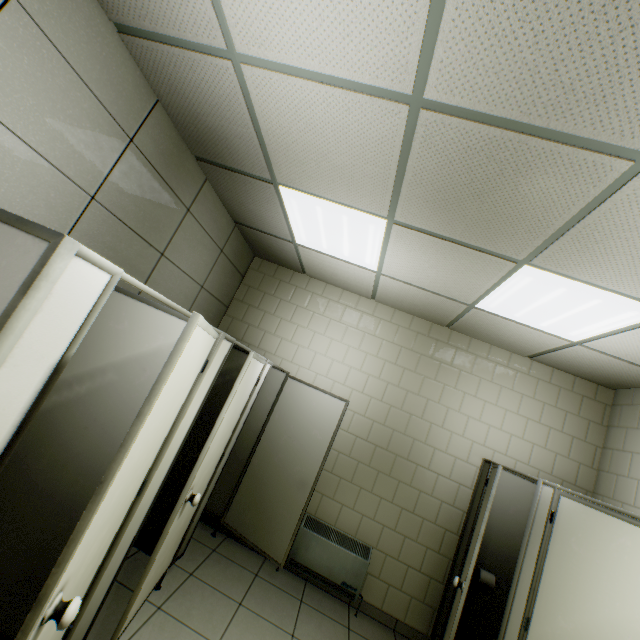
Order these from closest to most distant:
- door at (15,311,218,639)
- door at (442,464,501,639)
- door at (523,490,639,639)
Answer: door at (15,311,218,639) → door at (523,490,639,639) → door at (442,464,501,639)

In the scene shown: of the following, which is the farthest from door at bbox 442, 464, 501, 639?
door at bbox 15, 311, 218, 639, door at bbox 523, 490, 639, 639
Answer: door at bbox 15, 311, 218, 639

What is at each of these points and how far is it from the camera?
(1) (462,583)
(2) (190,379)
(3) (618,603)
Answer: (1) door, 2.5 meters
(2) door, 1.6 meters
(3) door, 1.6 meters

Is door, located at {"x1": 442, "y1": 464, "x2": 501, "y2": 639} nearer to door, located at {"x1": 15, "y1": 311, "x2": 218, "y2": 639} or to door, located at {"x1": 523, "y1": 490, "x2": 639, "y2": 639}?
door, located at {"x1": 523, "y1": 490, "x2": 639, "y2": 639}

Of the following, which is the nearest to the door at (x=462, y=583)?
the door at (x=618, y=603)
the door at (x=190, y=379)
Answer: the door at (x=618, y=603)

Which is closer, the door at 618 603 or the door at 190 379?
the door at 190 379
